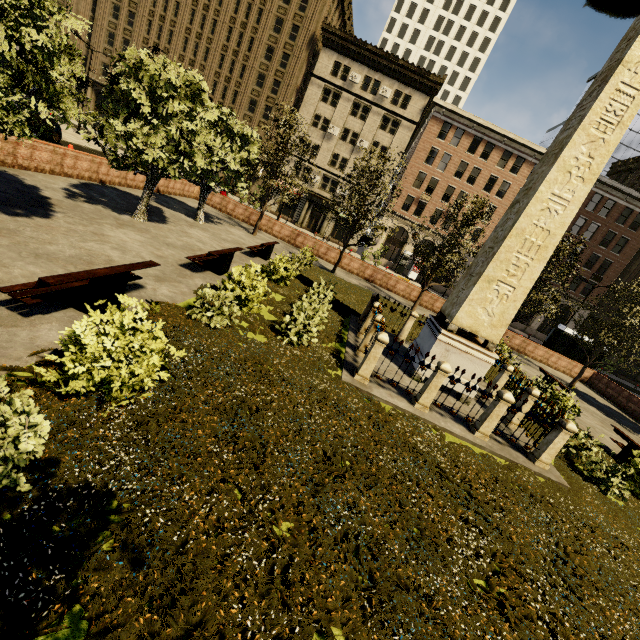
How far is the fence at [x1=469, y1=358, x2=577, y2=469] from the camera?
7.9 meters

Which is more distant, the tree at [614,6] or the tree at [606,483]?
the tree at [606,483]

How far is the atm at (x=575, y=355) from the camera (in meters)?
24.77

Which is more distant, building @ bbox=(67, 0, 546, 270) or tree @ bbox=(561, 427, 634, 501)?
building @ bbox=(67, 0, 546, 270)

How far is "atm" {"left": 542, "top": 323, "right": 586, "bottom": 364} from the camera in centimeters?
2477cm

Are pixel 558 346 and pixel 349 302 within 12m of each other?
no

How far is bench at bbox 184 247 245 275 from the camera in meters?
10.3

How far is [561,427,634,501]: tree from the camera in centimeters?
839cm
